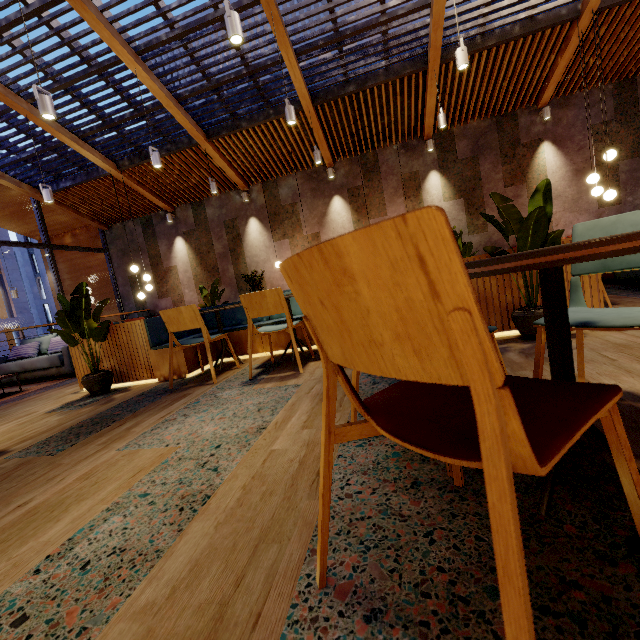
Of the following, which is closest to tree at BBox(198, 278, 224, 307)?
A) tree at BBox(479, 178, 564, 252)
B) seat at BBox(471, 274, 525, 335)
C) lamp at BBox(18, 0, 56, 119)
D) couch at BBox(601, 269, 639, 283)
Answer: seat at BBox(471, 274, 525, 335)

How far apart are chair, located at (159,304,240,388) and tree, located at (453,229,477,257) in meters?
3.7 m

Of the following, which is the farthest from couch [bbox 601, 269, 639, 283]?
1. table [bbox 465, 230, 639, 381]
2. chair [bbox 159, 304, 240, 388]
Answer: chair [bbox 159, 304, 240, 388]

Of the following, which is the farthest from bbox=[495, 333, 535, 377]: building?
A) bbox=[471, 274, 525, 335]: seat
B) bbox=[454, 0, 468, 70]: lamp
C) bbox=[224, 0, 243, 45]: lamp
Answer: bbox=[224, 0, 243, 45]: lamp

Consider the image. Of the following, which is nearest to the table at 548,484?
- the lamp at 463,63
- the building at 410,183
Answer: the building at 410,183

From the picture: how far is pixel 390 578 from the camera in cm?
84

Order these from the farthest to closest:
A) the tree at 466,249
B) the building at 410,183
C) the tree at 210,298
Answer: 1. the building at 410,183
2. the tree at 210,298
3. the tree at 466,249

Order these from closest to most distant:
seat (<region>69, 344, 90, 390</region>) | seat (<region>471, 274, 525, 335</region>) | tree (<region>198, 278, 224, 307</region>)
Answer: seat (<region>471, 274, 525, 335</region>) < seat (<region>69, 344, 90, 390</region>) < tree (<region>198, 278, 224, 307</region>)
